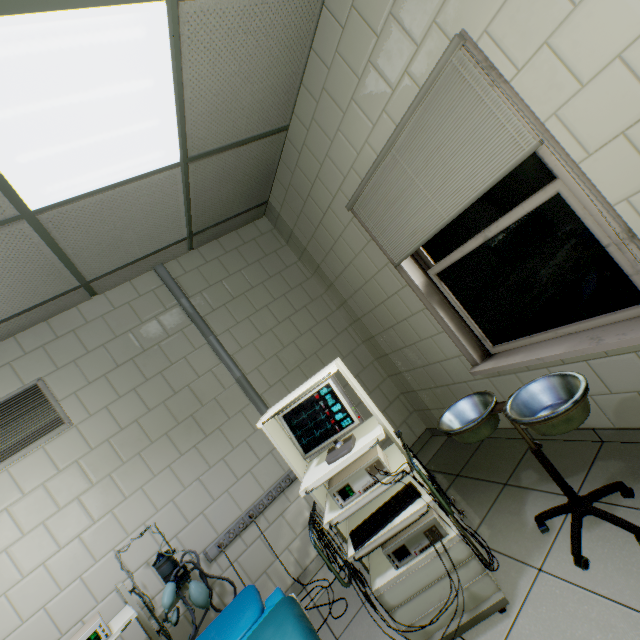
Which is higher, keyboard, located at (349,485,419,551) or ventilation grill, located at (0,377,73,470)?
ventilation grill, located at (0,377,73,470)

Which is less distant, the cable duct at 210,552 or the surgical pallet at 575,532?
the surgical pallet at 575,532

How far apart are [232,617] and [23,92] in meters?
2.5 m

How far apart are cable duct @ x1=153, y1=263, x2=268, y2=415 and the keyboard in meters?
1.4 m

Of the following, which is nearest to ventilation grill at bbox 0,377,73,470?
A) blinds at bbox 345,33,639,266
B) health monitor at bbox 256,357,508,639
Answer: health monitor at bbox 256,357,508,639

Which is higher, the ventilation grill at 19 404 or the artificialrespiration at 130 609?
the ventilation grill at 19 404

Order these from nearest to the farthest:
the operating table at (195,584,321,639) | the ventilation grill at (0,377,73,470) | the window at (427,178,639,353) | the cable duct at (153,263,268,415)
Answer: the operating table at (195,584,321,639), the window at (427,178,639,353), the ventilation grill at (0,377,73,470), the cable duct at (153,263,268,415)

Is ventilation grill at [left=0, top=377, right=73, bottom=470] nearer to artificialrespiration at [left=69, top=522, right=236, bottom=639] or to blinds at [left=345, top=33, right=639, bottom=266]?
artificialrespiration at [left=69, top=522, right=236, bottom=639]
